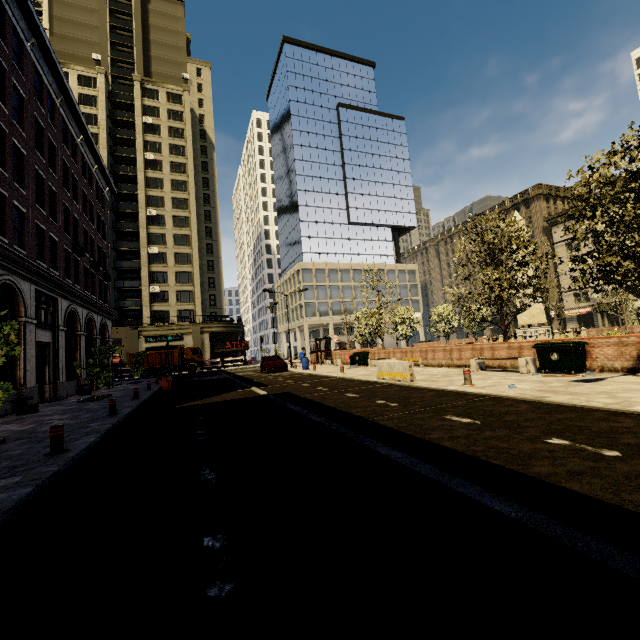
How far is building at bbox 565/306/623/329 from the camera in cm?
5073

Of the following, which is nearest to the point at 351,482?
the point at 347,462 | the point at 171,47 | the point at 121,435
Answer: the point at 347,462

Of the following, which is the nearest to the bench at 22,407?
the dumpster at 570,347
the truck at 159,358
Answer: the dumpster at 570,347

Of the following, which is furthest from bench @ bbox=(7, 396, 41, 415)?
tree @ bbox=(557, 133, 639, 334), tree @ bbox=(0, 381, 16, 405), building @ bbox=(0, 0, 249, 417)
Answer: tree @ bbox=(0, 381, 16, 405)

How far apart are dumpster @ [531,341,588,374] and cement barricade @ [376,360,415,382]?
4.4m

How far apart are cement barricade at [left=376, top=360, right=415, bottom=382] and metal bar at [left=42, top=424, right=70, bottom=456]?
10.7 meters

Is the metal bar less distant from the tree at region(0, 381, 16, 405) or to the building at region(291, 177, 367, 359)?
the tree at region(0, 381, 16, 405)

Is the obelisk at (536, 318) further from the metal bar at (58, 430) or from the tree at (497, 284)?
the metal bar at (58, 430)
